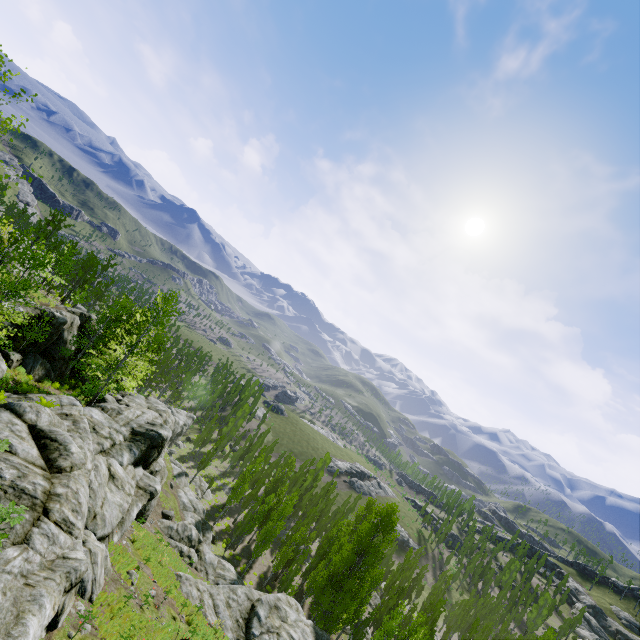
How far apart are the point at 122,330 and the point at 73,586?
26.5m

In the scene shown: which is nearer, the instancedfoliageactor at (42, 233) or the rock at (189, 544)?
the rock at (189, 544)

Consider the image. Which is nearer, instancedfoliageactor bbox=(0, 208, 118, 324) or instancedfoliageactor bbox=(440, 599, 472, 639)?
instancedfoliageactor bbox=(0, 208, 118, 324)

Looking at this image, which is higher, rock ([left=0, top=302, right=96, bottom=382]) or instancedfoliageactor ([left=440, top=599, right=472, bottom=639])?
rock ([left=0, top=302, right=96, bottom=382])

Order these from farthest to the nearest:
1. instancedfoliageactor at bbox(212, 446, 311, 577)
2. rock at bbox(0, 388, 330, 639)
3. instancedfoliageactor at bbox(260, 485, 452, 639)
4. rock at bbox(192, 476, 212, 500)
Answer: rock at bbox(192, 476, 212, 500) < instancedfoliageactor at bbox(212, 446, 311, 577) < instancedfoliageactor at bbox(260, 485, 452, 639) < rock at bbox(0, 388, 330, 639)

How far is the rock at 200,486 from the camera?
51.0m

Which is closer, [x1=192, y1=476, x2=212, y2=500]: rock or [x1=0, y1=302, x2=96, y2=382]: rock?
[x1=0, y1=302, x2=96, y2=382]: rock
